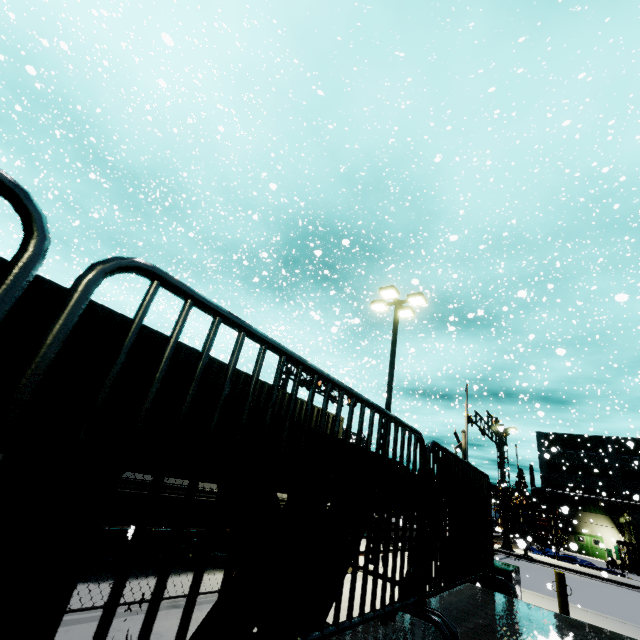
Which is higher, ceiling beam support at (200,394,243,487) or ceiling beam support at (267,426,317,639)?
ceiling beam support at (200,394,243,487)

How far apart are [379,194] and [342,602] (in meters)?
52.62

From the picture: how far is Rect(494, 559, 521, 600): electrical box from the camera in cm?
746

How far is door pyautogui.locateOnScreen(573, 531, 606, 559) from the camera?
40.0 meters

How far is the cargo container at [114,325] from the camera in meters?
5.5 m

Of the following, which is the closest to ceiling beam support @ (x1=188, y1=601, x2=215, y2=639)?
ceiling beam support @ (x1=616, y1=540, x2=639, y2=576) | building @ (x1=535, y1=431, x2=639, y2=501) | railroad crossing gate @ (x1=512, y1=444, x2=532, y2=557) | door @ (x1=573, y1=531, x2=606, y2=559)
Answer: building @ (x1=535, y1=431, x2=639, y2=501)

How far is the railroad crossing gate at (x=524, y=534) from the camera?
22.9 meters

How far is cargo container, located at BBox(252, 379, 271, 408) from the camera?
8.2 meters
